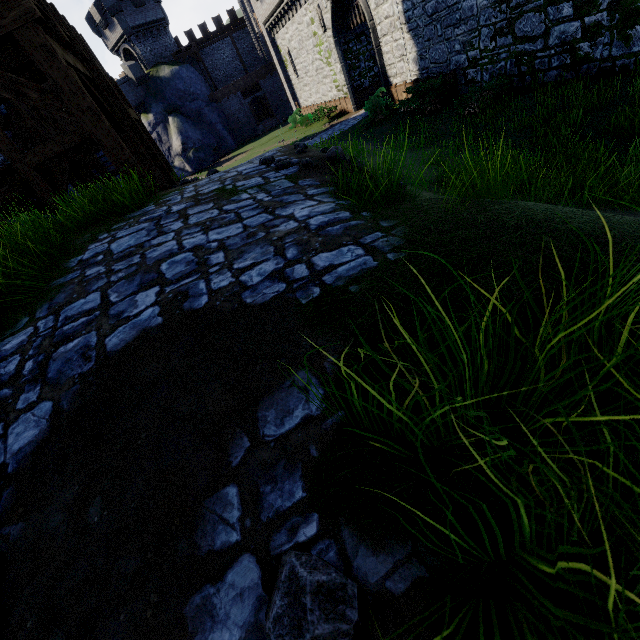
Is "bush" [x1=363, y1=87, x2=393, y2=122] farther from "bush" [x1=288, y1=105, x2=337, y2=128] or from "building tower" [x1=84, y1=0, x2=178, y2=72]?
"building tower" [x1=84, y1=0, x2=178, y2=72]

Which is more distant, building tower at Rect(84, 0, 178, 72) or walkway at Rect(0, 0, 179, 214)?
building tower at Rect(84, 0, 178, 72)

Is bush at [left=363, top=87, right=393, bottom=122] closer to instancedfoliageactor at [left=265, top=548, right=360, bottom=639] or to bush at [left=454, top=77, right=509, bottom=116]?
bush at [left=454, top=77, right=509, bottom=116]

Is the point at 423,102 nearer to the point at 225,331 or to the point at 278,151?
the point at 278,151

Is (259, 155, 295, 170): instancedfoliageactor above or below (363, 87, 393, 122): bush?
above

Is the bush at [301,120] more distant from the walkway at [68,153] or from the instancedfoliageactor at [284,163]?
the instancedfoliageactor at [284,163]

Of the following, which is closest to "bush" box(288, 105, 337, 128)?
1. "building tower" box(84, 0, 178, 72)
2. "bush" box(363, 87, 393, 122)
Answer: "bush" box(363, 87, 393, 122)

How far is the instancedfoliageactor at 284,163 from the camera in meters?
4.5
